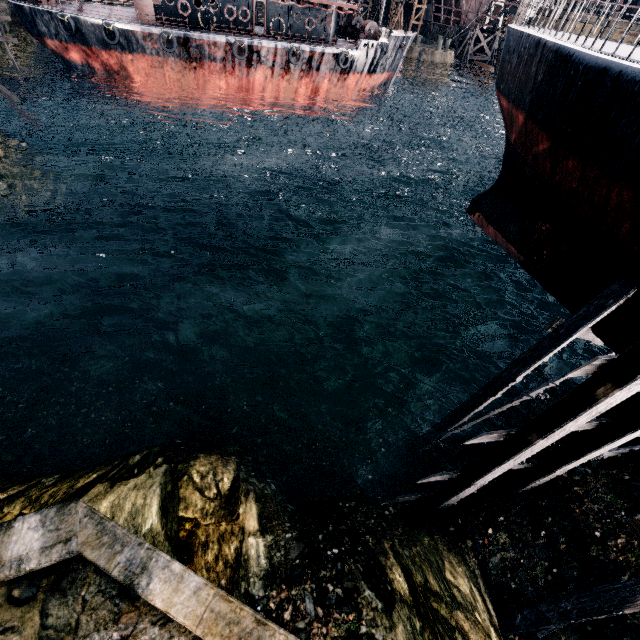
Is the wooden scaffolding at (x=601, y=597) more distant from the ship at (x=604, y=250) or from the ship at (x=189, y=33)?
the ship at (x=189, y=33)

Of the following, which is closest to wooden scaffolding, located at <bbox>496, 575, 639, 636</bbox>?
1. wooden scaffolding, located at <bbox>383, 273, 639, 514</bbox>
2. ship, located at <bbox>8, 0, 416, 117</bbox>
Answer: wooden scaffolding, located at <bbox>383, 273, 639, 514</bbox>

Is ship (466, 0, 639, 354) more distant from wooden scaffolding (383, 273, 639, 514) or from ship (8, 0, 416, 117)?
ship (8, 0, 416, 117)

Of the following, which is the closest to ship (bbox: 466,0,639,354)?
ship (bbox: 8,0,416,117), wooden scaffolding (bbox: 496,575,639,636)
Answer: wooden scaffolding (bbox: 496,575,639,636)

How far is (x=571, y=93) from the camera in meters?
8.8 m

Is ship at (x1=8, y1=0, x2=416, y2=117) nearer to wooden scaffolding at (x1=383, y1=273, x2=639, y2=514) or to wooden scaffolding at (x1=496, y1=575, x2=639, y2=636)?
wooden scaffolding at (x1=383, y1=273, x2=639, y2=514)

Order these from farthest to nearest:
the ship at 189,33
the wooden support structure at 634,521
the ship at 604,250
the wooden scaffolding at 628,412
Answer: the ship at 189,33
the wooden support structure at 634,521
the ship at 604,250
the wooden scaffolding at 628,412

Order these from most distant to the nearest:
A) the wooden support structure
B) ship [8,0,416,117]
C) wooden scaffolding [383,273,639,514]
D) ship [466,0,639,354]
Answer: ship [8,0,416,117] < the wooden support structure < ship [466,0,639,354] < wooden scaffolding [383,273,639,514]
